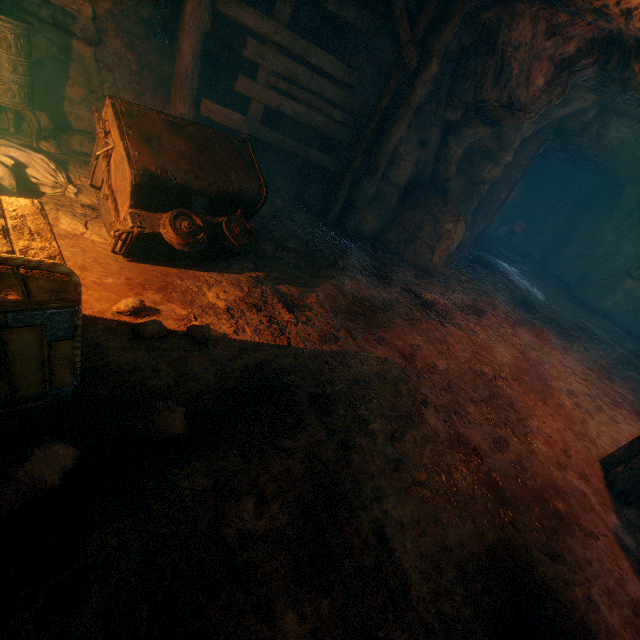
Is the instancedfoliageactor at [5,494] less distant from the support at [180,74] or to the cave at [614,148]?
the support at [180,74]

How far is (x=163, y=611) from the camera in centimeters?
132cm

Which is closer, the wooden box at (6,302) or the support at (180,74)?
the wooden box at (6,302)

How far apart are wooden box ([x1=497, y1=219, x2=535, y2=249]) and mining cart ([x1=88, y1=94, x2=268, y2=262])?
19.5m

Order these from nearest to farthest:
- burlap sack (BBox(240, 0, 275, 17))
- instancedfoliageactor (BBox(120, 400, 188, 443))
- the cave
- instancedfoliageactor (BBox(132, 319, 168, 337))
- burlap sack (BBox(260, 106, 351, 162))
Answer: instancedfoliageactor (BBox(120, 400, 188, 443)) < instancedfoliageactor (BBox(132, 319, 168, 337)) < burlap sack (BBox(240, 0, 275, 17)) < burlap sack (BBox(260, 106, 351, 162)) < the cave

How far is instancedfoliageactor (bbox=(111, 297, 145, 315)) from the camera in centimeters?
259cm

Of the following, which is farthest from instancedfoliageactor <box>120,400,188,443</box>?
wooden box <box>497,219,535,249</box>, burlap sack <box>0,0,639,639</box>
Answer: wooden box <box>497,219,535,249</box>

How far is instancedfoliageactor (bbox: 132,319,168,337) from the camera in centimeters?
248cm
